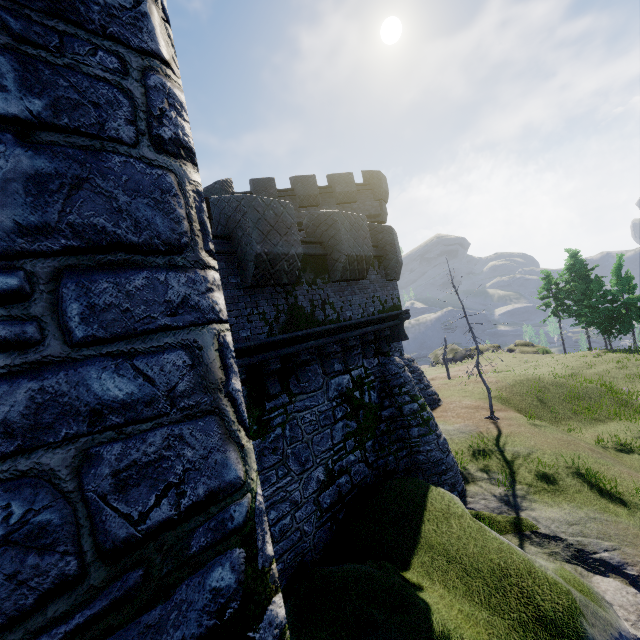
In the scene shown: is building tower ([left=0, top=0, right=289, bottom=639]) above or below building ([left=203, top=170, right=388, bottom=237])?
below

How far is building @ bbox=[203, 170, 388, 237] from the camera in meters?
18.6

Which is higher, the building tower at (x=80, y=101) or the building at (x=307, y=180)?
the building at (x=307, y=180)

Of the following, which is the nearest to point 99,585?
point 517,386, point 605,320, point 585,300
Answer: point 517,386

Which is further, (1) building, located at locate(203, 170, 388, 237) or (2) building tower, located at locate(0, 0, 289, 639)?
(1) building, located at locate(203, 170, 388, 237)

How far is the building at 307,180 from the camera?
18.61m
